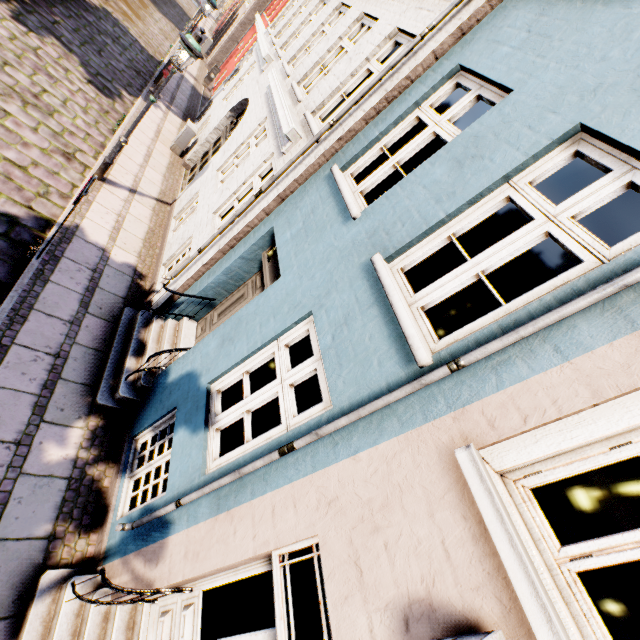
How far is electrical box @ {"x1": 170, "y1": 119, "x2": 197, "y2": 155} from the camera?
10.7 meters

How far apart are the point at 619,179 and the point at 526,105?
1.2m

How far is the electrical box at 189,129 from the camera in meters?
10.7 m

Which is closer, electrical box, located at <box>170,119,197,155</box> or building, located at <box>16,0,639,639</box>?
building, located at <box>16,0,639,639</box>

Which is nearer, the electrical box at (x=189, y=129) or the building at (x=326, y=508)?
the building at (x=326, y=508)
